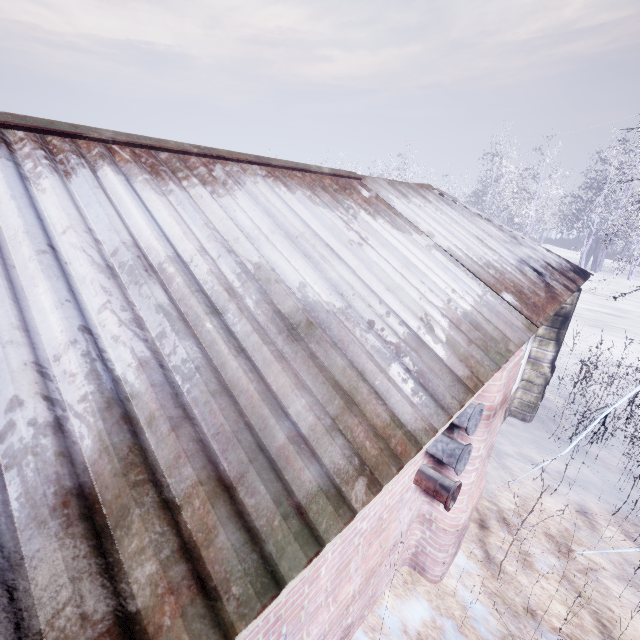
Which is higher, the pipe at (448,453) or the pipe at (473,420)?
the pipe at (473,420)

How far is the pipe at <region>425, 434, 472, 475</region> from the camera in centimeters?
212cm

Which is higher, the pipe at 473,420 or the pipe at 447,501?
the pipe at 473,420

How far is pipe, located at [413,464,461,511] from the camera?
2.2m

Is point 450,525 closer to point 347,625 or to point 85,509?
point 347,625

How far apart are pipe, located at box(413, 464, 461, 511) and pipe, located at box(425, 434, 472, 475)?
0.2m

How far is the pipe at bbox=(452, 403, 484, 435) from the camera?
1.99m

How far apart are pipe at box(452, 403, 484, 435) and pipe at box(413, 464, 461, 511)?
0.5 meters
